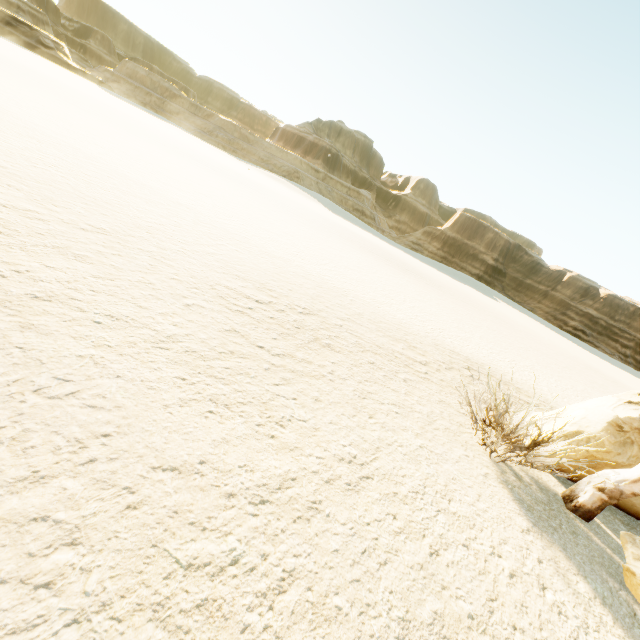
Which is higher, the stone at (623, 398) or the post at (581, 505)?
the stone at (623, 398)

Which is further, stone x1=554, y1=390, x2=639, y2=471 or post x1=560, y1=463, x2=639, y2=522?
stone x1=554, y1=390, x2=639, y2=471

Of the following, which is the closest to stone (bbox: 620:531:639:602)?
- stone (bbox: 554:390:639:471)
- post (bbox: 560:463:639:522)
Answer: post (bbox: 560:463:639:522)

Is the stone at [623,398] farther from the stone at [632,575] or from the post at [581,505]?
Result: the stone at [632,575]

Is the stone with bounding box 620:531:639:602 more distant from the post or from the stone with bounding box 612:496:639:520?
the stone with bounding box 612:496:639:520

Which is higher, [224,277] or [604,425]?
[604,425]

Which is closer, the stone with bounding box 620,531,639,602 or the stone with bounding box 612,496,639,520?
the stone with bounding box 620,531,639,602
